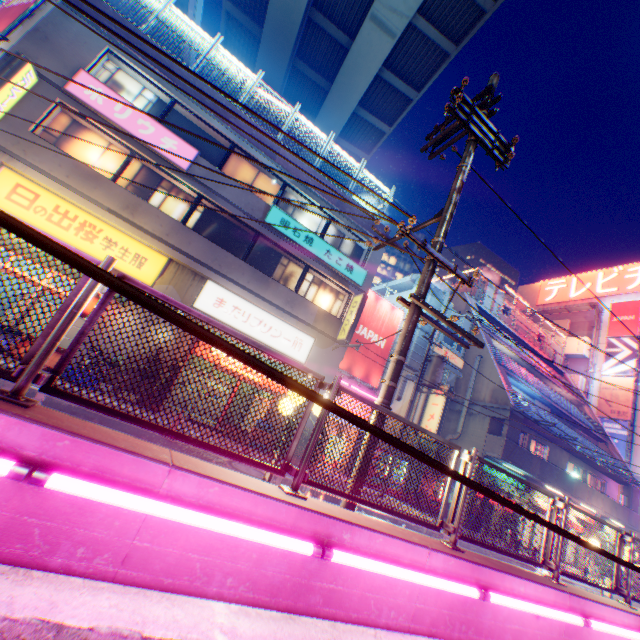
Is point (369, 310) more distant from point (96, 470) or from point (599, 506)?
point (599, 506)

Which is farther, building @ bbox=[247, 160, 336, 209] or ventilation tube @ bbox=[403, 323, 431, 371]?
ventilation tube @ bbox=[403, 323, 431, 371]

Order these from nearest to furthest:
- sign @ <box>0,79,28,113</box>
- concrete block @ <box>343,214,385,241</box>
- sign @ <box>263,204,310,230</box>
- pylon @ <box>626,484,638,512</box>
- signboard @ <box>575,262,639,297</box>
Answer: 1. sign @ <box>0,79,28,113</box>
2. sign @ <box>263,204,310,230</box>
3. concrete block @ <box>343,214,385,241</box>
4. pylon @ <box>626,484,638,512</box>
5. signboard @ <box>575,262,639,297</box>

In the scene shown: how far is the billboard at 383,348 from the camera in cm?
1836

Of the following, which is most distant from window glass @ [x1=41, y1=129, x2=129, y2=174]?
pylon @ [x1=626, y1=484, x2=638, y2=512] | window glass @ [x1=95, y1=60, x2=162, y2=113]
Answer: pylon @ [x1=626, y1=484, x2=638, y2=512]

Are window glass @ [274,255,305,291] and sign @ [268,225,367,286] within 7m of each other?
yes

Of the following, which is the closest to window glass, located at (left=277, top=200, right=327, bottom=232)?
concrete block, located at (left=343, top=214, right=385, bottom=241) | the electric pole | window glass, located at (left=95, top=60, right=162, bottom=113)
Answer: concrete block, located at (left=343, top=214, right=385, bottom=241)

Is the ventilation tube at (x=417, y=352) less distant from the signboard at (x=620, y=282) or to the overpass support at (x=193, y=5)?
the overpass support at (x=193, y=5)
